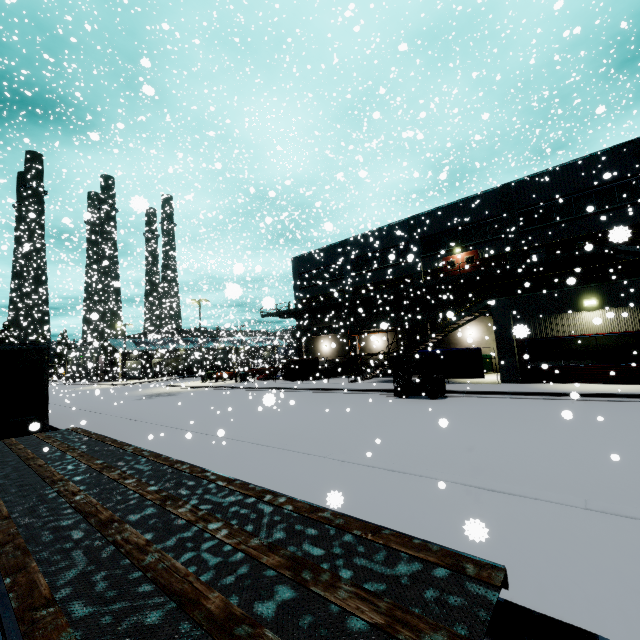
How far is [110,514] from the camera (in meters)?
3.25

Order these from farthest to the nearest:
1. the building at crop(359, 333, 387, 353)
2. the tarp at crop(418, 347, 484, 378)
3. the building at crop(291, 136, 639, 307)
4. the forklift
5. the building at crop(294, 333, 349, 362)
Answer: the building at crop(294, 333, 349, 362)
the building at crop(359, 333, 387, 353)
the building at crop(291, 136, 639, 307)
the tarp at crop(418, 347, 484, 378)
the forklift

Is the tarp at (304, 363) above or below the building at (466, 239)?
below

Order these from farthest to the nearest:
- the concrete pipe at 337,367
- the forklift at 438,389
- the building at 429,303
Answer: the concrete pipe at 337,367
the building at 429,303
the forklift at 438,389

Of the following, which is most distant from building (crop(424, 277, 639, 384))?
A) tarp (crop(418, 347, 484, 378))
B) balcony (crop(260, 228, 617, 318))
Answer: tarp (crop(418, 347, 484, 378))

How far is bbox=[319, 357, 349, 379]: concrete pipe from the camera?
31.4 meters

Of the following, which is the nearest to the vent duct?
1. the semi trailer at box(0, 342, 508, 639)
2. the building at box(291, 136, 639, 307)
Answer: the building at box(291, 136, 639, 307)

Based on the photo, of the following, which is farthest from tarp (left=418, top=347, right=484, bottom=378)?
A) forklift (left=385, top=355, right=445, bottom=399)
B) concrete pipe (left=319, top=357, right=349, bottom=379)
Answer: concrete pipe (left=319, top=357, right=349, bottom=379)
